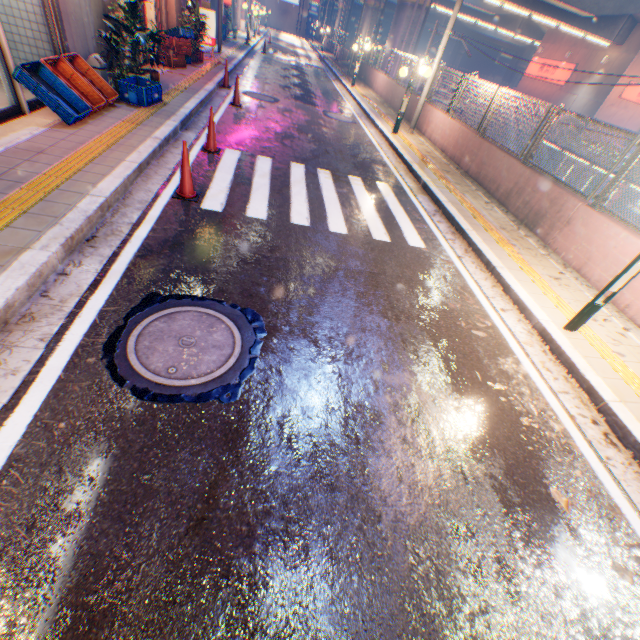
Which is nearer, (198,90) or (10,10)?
(10,10)

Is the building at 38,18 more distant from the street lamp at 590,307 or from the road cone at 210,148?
the street lamp at 590,307

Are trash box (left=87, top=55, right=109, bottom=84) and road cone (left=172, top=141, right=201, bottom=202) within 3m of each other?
no

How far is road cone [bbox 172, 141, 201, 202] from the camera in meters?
5.0 m

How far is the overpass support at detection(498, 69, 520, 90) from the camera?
54.47m

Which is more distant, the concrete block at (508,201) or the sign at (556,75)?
the sign at (556,75)

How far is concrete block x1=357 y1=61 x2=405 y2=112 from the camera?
16.4 meters

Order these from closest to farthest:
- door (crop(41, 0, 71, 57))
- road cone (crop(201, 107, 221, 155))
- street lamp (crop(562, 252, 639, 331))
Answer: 1. street lamp (crop(562, 252, 639, 331))
2. door (crop(41, 0, 71, 57))
3. road cone (crop(201, 107, 221, 155))
